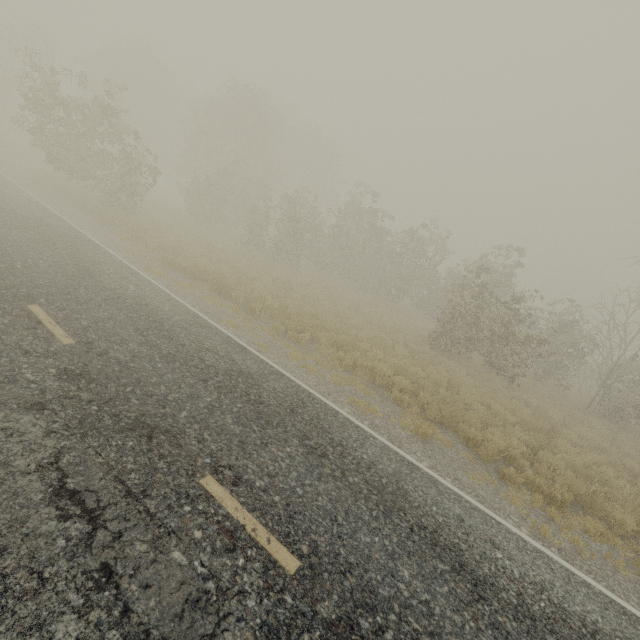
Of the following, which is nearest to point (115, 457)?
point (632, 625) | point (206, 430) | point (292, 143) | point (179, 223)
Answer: point (206, 430)
